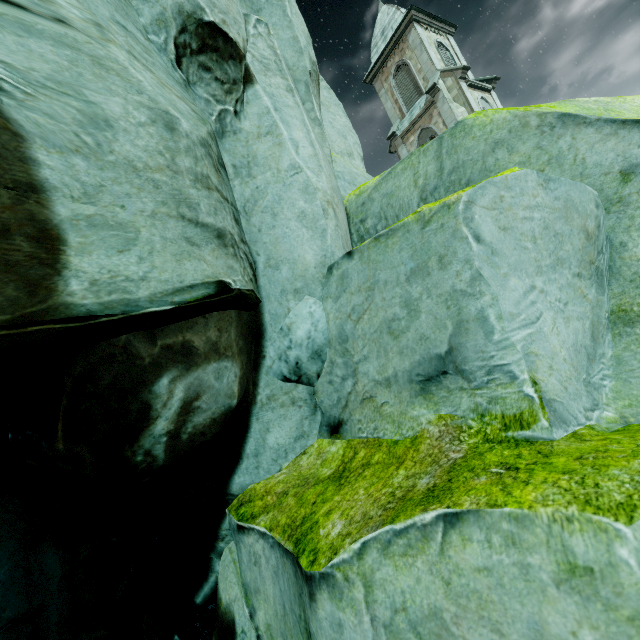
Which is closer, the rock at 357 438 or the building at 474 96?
the rock at 357 438

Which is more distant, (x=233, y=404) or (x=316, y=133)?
(x=316, y=133)

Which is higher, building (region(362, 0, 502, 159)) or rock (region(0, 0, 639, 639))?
building (region(362, 0, 502, 159))

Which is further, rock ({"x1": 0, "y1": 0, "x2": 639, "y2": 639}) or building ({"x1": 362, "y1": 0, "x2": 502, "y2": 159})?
building ({"x1": 362, "y1": 0, "x2": 502, "y2": 159})

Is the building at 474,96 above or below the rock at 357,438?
above
